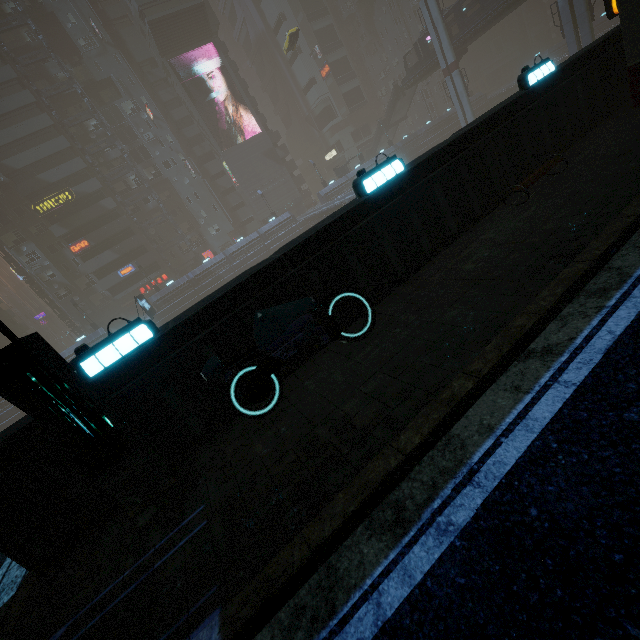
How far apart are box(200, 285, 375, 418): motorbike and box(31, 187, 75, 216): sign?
53.73m

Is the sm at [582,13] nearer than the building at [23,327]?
Yes

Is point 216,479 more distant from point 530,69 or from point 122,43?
point 122,43

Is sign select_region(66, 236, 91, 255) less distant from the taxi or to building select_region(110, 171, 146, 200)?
building select_region(110, 171, 146, 200)

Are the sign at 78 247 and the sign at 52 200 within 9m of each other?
yes

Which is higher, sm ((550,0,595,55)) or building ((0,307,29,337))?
building ((0,307,29,337))

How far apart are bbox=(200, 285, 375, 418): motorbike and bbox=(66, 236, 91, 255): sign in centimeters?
5264cm

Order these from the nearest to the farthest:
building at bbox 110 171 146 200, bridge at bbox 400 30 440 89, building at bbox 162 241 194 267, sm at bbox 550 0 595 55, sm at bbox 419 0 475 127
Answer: sm at bbox 550 0 595 55 → sm at bbox 419 0 475 127 → bridge at bbox 400 30 440 89 → building at bbox 110 171 146 200 → building at bbox 162 241 194 267
